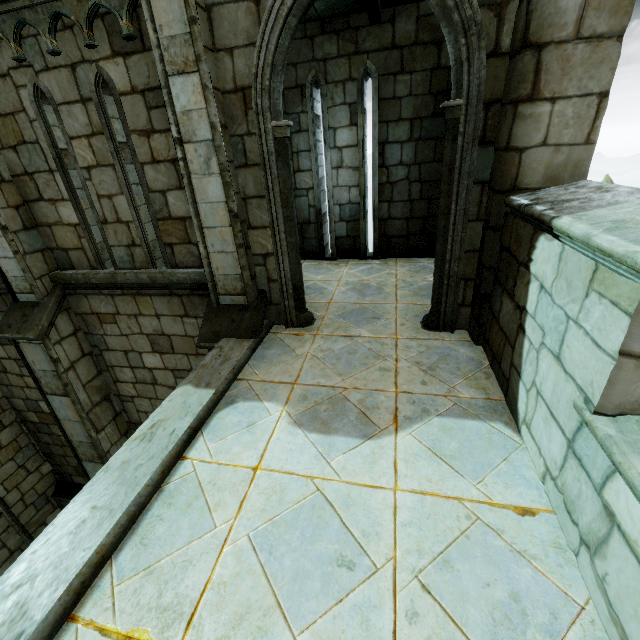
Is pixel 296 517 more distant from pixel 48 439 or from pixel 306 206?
pixel 48 439
